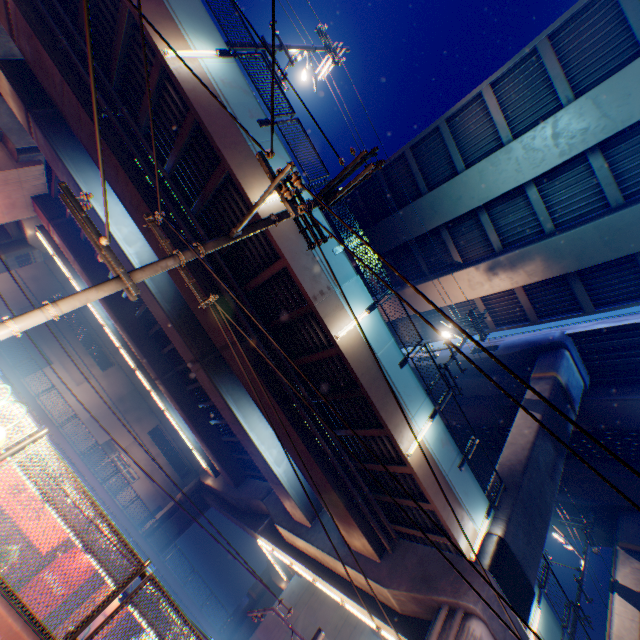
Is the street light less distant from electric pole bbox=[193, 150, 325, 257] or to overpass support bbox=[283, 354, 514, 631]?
overpass support bbox=[283, 354, 514, 631]

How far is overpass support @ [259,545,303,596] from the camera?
29.5m

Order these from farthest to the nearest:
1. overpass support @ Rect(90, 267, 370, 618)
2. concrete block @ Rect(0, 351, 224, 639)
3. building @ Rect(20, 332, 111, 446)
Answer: building @ Rect(20, 332, 111, 446), concrete block @ Rect(0, 351, 224, 639), overpass support @ Rect(90, 267, 370, 618)

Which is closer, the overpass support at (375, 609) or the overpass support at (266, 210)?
the overpass support at (266, 210)

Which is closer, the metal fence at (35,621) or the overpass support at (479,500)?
the metal fence at (35,621)

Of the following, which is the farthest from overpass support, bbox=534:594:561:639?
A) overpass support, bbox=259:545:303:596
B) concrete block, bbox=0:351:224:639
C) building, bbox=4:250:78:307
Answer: building, bbox=4:250:78:307

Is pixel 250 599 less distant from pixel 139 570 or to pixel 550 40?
pixel 139 570

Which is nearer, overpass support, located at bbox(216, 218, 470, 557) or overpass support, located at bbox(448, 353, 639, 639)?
overpass support, located at bbox(216, 218, 470, 557)
